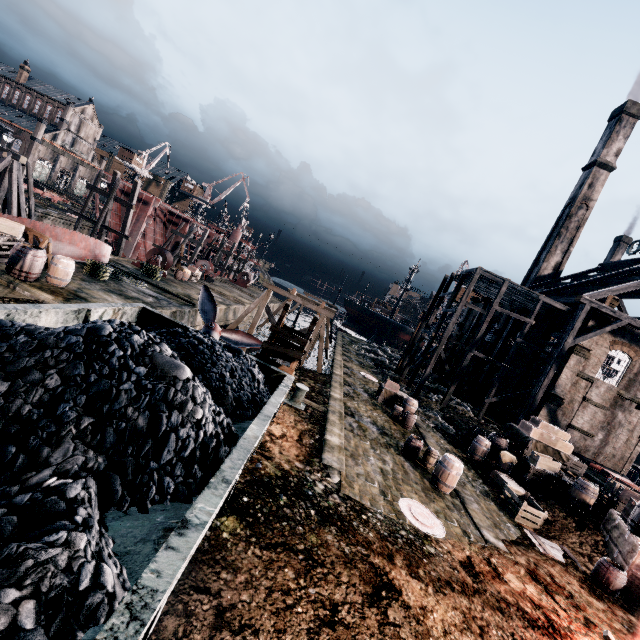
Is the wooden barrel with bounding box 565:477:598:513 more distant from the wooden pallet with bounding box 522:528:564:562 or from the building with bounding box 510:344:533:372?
the building with bounding box 510:344:533:372

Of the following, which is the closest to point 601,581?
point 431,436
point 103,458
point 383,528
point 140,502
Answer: point 383,528

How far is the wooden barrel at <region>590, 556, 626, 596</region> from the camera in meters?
10.4

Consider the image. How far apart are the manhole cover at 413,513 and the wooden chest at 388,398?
11.1 meters

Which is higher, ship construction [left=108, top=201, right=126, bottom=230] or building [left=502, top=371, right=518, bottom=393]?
building [left=502, top=371, right=518, bottom=393]

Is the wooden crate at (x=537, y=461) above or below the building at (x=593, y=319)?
below

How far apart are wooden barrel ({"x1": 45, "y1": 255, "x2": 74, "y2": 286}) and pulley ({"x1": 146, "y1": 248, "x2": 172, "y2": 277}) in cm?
1388

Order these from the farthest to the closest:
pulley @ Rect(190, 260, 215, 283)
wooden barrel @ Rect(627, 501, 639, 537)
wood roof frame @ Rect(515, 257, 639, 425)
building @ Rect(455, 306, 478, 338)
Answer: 1. building @ Rect(455, 306, 478, 338)
2. pulley @ Rect(190, 260, 215, 283)
3. wood roof frame @ Rect(515, 257, 639, 425)
4. wooden barrel @ Rect(627, 501, 639, 537)
